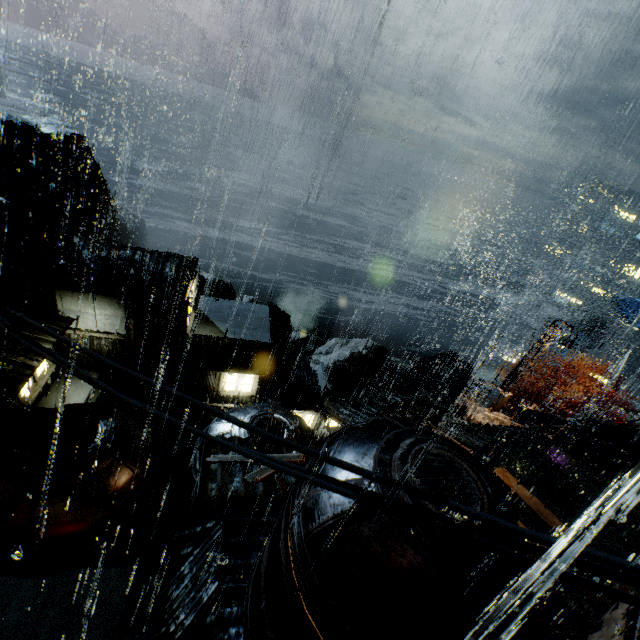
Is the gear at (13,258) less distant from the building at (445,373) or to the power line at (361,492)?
the power line at (361,492)

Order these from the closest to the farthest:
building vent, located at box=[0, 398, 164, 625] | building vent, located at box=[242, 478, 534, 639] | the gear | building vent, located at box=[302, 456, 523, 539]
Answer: building vent, located at box=[242, 478, 534, 639] < building vent, located at box=[302, 456, 523, 539] < building vent, located at box=[0, 398, 164, 625] < the gear

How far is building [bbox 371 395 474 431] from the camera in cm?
2142

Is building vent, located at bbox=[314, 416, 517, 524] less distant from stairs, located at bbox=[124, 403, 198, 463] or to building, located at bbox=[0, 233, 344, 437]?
building, located at bbox=[0, 233, 344, 437]

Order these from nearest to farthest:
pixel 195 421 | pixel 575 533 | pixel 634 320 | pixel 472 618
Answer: pixel 472 618
pixel 575 533
pixel 634 320
pixel 195 421

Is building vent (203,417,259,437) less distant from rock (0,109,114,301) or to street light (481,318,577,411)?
street light (481,318,577,411)

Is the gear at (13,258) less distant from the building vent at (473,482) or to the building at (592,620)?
the building at (592,620)

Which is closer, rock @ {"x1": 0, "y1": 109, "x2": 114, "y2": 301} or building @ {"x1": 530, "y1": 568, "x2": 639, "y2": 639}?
building @ {"x1": 530, "y1": 568, "x2": 639, "y2": 639}
